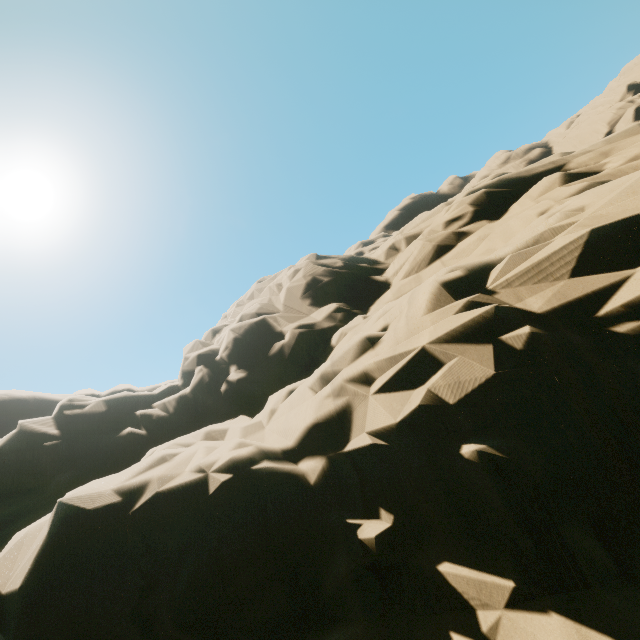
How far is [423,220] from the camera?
13.9m
